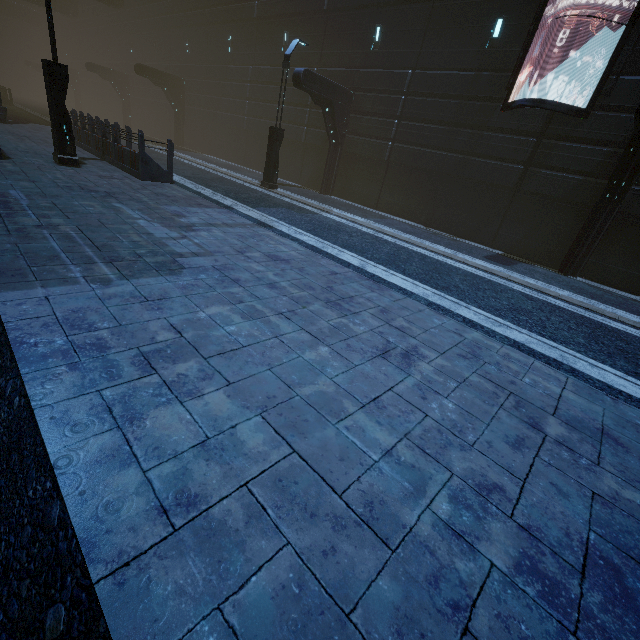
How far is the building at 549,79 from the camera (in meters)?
10.11

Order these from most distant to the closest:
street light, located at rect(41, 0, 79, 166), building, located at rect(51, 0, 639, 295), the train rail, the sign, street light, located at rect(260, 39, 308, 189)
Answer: street light, located at rect(260, 39, 308, 189), building, located at rect(51, 0, 639, 295), the sign, street light, located at rect(41, 0, 79, 166), the train rail

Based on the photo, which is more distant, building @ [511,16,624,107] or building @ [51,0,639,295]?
building @ [51,0,639,295]

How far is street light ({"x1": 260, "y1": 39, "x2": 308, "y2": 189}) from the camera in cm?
1271

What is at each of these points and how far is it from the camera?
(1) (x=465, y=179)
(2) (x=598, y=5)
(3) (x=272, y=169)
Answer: (1) building, 13.51m
(2) building, 9.98m
(3) street light, 14.25m

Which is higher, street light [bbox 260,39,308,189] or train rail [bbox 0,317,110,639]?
street light [bbox 260,39,308,189]

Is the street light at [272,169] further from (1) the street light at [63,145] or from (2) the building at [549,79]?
(1) the street light at [63,145]

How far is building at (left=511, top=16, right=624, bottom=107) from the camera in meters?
10.1 m
